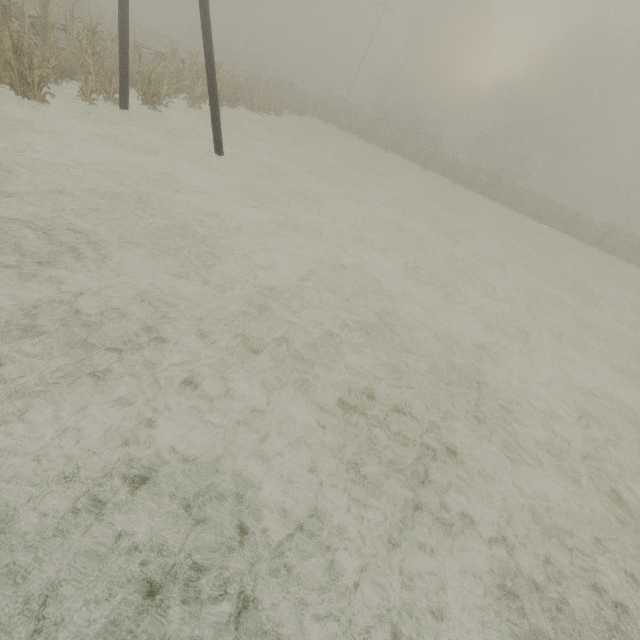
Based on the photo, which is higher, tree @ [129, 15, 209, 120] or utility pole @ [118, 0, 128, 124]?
utility pole @ [118, 0, 128, 124]

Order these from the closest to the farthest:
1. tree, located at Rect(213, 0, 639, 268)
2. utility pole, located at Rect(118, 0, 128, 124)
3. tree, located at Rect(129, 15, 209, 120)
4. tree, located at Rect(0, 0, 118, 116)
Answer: tree, located at Rect(0, 0, 118, 116) < utility pole, located at Rect(118, 0, 128, 124) < tree, located at Rect(129, 15, 209, 120) < tree, located at Rect(213, 0, 639, 268)

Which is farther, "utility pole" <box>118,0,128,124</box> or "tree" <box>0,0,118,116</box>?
"utility pole" <box>118,0,128,124</box>

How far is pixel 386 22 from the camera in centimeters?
4181cm

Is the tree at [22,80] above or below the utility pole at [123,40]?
below

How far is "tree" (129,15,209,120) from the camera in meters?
12.3
